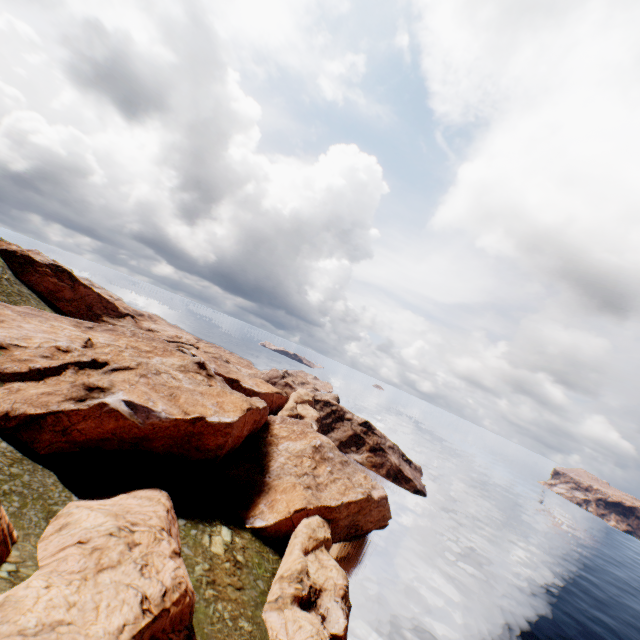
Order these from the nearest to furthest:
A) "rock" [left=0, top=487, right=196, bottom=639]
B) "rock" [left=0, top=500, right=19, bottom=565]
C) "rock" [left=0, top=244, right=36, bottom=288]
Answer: "rock" [left=0, top=487, right=196, bottom=639] → "rock" [left=0, top=500, right=19, bottom=565] → "rock" [left=0, top=244, right=36, bottom=288]

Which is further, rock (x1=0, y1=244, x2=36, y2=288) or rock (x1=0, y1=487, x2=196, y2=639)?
rock (x1=0, y1=244, x2=36, y2=288)

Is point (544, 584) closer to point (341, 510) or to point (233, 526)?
point (341, 510)

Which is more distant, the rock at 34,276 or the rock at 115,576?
the rock at 34,276

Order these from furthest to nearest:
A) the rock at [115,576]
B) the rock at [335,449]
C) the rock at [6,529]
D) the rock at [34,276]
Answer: the rock at [34,276]
the rock at [335,449]
the rock at [6,529]
the rock at [115,576]
